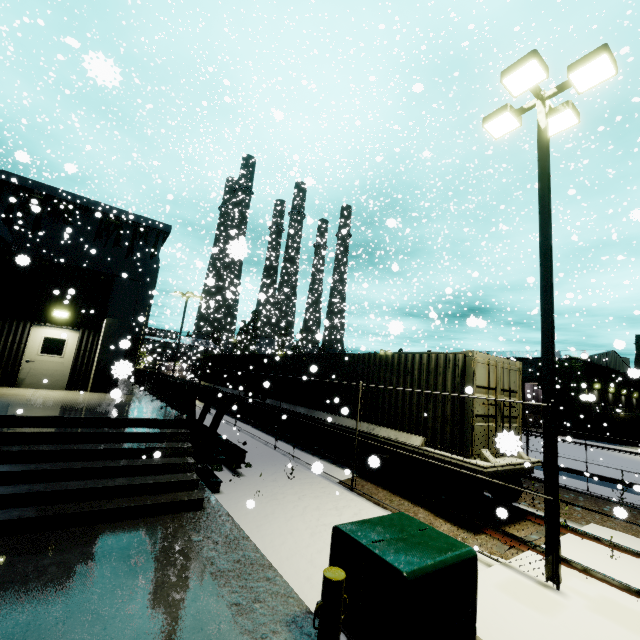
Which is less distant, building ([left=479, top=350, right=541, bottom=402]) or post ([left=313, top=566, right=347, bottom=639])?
post ([left=313, top=566, right=347, bottom=639])

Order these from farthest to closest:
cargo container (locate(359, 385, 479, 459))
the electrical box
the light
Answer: cargo container (locate(359, 385, 479, 459)) → the light → the electrical box

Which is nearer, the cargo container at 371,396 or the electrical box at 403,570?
the electrical box at 403,570

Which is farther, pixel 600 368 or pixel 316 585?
pixel 600 368

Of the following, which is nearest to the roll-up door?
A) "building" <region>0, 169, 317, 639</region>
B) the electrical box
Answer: "building" <region>0, 169, 317, 639</region>

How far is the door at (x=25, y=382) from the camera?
12.3m

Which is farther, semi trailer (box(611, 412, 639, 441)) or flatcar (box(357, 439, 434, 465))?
semi trailer (box(611, 412, 639, 441))

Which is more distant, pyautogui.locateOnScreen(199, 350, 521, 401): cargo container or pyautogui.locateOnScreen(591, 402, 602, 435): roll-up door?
pyautogui.locateOnScreen(591, 402, 602, 435): roll-up door
